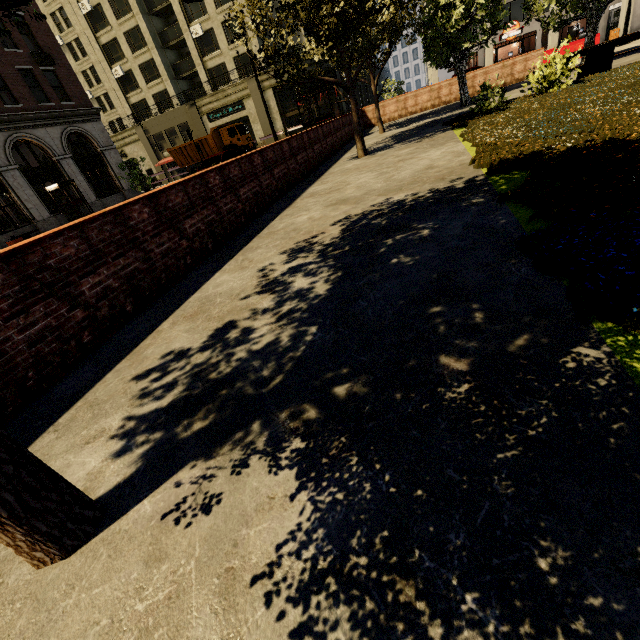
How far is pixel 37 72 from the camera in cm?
2184

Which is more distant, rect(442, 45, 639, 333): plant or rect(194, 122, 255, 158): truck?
rect(194, 122, 255, 158): truck

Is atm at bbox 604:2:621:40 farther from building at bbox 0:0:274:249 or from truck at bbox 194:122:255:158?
truck at bbox 194:122:255:158

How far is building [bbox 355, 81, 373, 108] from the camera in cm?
4547

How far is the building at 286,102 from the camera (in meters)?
33.56

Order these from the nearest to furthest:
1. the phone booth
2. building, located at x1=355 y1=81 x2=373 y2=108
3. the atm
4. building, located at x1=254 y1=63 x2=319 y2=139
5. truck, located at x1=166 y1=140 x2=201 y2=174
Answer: the phone booth < the atm < truck, located at x1=166 y1=140 x2=201 y2=174 < building, located at x1=254 y1=63 x2=319 y2=139 < building, located at x1=355 y1=81 x2=373 y2=108

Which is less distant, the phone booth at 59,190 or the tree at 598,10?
the tree at 598,10

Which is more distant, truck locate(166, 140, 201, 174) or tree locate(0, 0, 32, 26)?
truck locate(166, 140, 201, 174)
